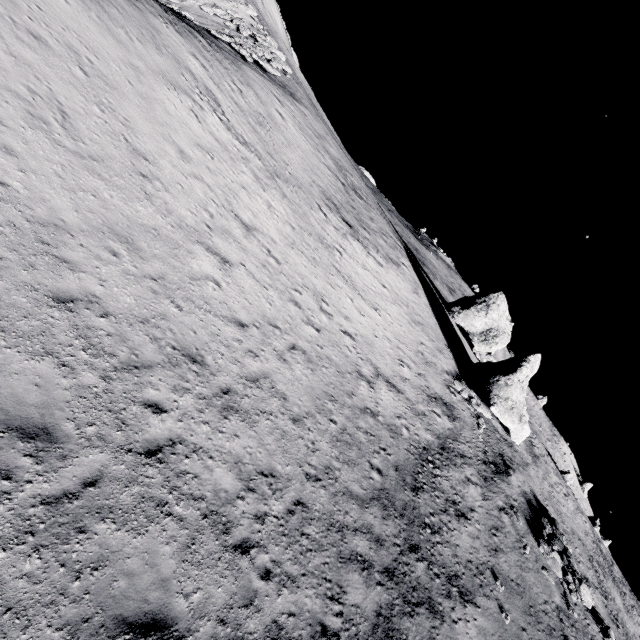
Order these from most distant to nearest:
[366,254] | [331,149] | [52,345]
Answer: [331,149] → [366,254] → [52,345]

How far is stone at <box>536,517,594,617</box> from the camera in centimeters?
1864cm

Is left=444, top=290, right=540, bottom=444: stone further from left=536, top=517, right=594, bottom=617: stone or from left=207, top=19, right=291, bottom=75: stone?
left=207, top=19, right=291, bottom=75: stone

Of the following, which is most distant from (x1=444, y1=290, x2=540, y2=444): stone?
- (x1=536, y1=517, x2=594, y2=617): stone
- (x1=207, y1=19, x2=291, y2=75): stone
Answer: (x1=207, y1=19, x2=291, y2=75): stone

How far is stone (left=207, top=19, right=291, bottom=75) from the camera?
26.66m

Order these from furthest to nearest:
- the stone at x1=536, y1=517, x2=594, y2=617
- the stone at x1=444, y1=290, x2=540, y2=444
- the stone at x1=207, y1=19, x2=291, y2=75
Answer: the stone at x1=207, y1=19, x2=291, y2=75 < the stone at x1=444, y1=290, x2=540, y2=444 < the stone at x1=536, y1=517, x2=594, y2=617

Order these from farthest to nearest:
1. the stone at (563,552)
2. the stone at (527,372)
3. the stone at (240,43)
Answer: the stone at (240,43), the stone at (527,372), the stone at (563,552)

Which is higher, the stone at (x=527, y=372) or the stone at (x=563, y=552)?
the stone at (x=527, y=372)
